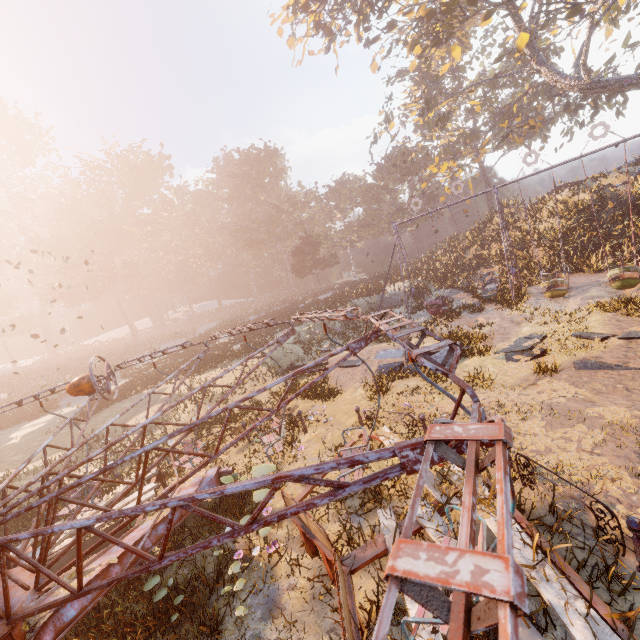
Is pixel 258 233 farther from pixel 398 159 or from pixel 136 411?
pixel 136 411

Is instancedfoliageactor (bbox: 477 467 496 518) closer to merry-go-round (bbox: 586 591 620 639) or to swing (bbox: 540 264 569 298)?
merry-go-round (bbox: 586 591 620 639)

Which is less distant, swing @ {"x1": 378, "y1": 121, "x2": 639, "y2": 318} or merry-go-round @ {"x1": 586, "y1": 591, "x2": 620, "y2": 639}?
merry-go-round @ {"x1": 586, "y1": 591, "x2": 620, "y2": 639}

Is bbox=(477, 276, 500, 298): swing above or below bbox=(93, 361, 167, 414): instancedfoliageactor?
below

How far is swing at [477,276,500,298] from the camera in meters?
18.9 m

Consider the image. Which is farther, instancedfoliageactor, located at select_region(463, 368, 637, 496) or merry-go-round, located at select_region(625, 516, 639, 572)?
instancedfoliageactor, located at select_region(463, 368, 637, 496)

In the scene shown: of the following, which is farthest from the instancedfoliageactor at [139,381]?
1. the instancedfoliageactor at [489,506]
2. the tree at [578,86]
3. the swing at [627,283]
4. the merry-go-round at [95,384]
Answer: the tree at [578,86]

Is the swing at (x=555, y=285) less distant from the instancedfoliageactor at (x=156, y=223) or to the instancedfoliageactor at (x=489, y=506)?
the instancedfoliageactor at (x=156, y=223)
